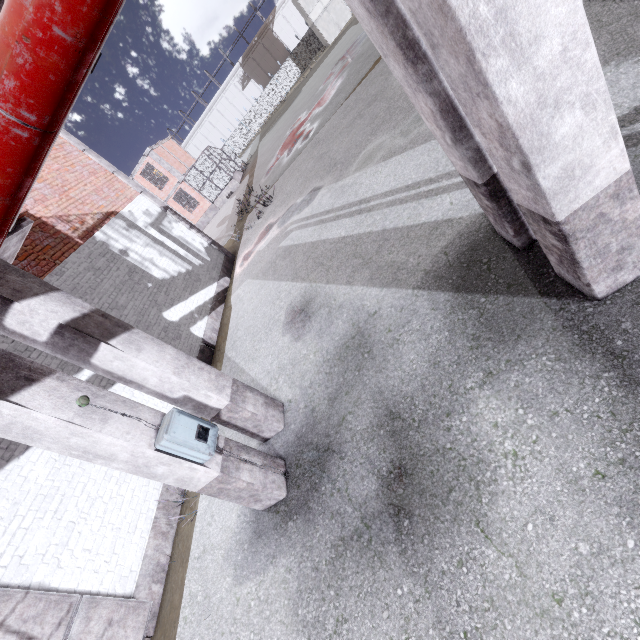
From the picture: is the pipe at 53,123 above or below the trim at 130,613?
above

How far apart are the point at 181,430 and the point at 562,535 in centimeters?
331cm

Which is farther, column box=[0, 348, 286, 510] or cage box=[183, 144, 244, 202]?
cage box=[183, 144, 244, 202]

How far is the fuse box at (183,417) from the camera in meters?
3.3

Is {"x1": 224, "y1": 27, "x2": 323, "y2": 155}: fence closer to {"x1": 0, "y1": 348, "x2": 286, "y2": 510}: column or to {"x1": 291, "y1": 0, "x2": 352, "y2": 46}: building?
{"x1": 291, "y1": 0, "x2": 352, "y2": 46}: building

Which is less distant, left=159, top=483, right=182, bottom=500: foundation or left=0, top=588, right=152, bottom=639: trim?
left=0, top=588, right=152, bottom=639: trim

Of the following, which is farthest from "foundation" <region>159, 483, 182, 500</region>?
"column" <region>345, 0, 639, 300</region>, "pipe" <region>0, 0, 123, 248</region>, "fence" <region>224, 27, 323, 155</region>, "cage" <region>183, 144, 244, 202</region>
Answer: "column" <region>345, 0, 639, 300</region>

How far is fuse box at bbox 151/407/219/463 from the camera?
3.25m
